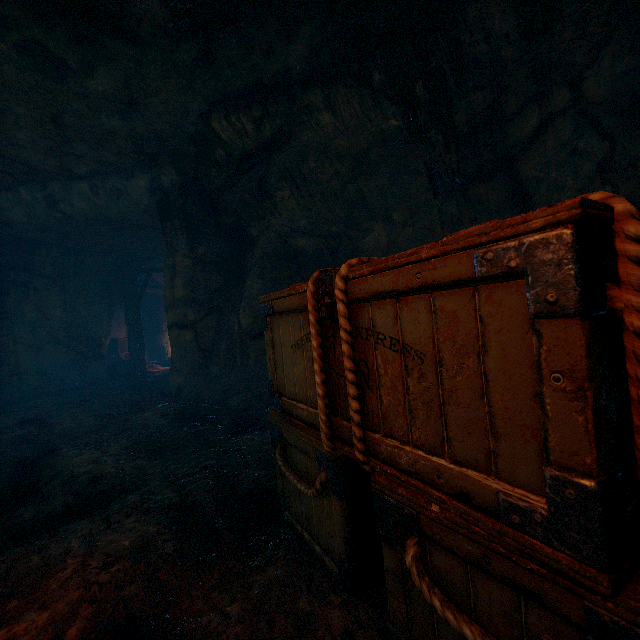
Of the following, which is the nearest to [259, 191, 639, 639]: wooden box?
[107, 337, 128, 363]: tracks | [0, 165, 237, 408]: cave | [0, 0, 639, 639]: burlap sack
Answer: [0, 0, 639, 639]: burlap sack

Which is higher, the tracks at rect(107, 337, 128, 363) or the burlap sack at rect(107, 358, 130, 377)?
the tracks at rect(107, 337, 128, 363)

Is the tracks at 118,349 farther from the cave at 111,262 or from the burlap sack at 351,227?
the burlap sack at 351,227

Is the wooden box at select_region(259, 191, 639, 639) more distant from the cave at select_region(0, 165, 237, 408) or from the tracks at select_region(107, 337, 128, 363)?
the tracks at select_region(107, 337, 128, 363)

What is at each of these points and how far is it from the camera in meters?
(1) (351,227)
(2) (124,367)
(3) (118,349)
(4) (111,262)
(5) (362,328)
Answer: (1) burlap sack, 6.4 m
(2) burlap sack, 12.5 m
(3) tracks, 14.8 m
(4) cave, 11.2 m
(5) wooden box, 1.4 m

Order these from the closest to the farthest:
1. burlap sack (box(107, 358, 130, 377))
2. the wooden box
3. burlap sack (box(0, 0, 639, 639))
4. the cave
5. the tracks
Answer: the wooden box, burlap sack (box(0, 0, 639, 639)), the cave, burlap sack (box(107, 358, 130, 377)), the tracks

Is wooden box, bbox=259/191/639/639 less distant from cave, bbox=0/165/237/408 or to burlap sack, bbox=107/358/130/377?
burlap sack, bbox=107/358/130/377

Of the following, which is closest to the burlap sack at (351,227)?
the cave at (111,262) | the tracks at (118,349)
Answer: the cave at (111,262)
